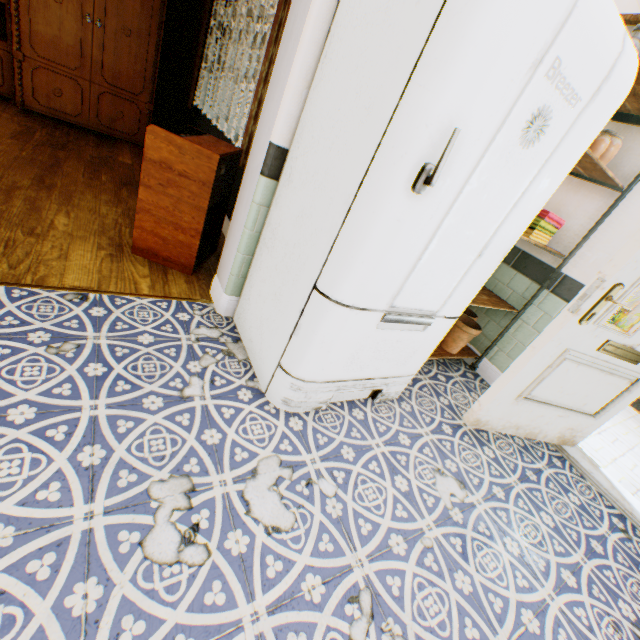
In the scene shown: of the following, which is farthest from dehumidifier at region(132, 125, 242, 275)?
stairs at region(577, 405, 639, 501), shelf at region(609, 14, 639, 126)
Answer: stairs at region(577, 405, 639, 501)

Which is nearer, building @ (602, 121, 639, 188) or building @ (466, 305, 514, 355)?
building @ (602, 121, 639, 188)

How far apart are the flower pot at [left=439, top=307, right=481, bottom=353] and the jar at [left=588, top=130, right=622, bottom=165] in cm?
137

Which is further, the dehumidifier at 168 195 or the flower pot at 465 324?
the flower pot at 465 324

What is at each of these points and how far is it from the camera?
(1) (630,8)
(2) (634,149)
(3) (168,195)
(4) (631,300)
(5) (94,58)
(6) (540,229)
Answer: (1) building, 2.1 meters
(2) building, 2.3 meters
(3) dehumidifier, 2.1 meters
(4) building, 2.2 meters
(5) cabinet, 3.8 meters
(6) towel, 2.4 meters

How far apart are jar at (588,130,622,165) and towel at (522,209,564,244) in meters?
0.4

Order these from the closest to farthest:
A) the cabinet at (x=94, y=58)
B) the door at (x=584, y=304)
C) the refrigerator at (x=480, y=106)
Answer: the refrigerator at (x=480, y=106)
the door at (x=584, y=304)
the cabinet at (x=94, y=58)

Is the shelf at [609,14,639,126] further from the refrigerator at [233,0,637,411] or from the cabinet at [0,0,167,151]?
the cabinet at [0,0,167,151]
